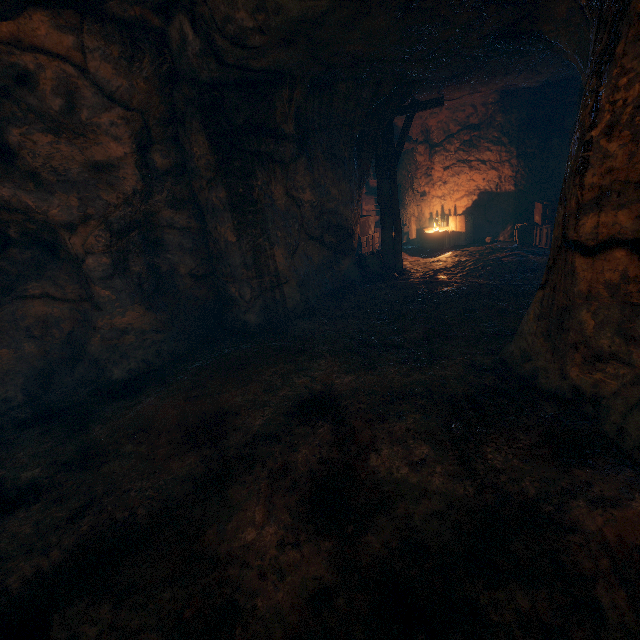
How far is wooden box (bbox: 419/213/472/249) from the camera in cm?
1173

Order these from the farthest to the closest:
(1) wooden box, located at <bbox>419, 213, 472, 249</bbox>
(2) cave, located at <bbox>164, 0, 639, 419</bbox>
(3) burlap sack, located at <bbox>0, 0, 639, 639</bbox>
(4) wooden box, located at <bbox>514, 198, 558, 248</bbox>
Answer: (1) wooden box, located at <bbox>419, 213, 472, 249</bbox>, (4) wooden box, located at <bbox>514, 198, 558, 248</bbox>, (2) cave, located at <bbox>164, 0, 639, 419</bbox>, (3) burlap sack, located at <bbox>0, 0, 639, 639</bbox>

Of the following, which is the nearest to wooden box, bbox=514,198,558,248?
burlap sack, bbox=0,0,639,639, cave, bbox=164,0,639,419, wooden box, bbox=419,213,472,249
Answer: cave, bbox=164,0,639,419

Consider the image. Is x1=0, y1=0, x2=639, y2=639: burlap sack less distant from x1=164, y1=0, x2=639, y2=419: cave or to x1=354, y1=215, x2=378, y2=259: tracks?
x1=164, y1=0, x2=639, y2=419: cave

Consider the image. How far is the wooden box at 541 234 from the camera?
9.2 meters

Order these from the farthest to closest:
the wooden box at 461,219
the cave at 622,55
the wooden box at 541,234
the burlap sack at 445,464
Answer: the wooden box at 461,219
the wooden box at 541,234
the cave at 622,55
the burlap sack at 445,464

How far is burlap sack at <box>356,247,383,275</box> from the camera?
9.53m

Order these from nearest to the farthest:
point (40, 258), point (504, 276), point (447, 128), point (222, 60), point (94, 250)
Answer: point (222, 60)
point (94, 250)
point (40, 258)
point (504, 276)
point (447, 128)
